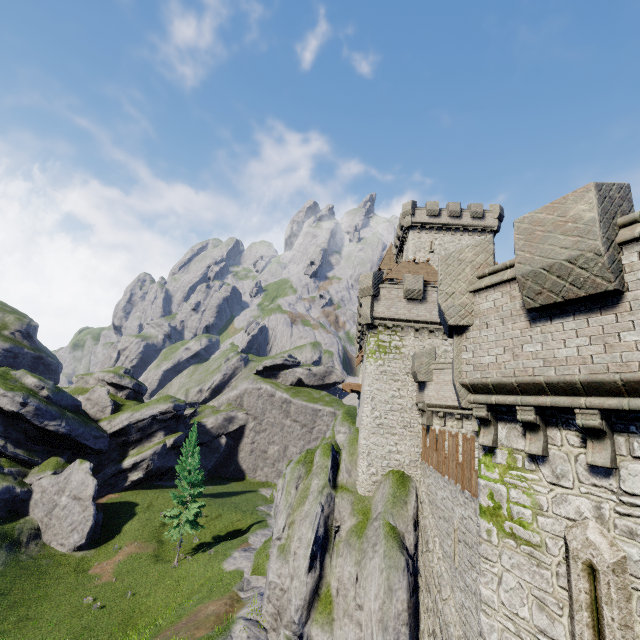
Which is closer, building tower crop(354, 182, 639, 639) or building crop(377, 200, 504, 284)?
building tower crop(354, 182, 639, 639)

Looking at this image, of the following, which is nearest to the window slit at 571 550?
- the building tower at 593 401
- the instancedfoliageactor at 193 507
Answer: the building tower at 593 401

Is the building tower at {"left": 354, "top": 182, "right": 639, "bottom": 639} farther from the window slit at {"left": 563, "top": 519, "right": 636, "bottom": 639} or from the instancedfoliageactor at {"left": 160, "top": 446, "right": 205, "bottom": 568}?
the instancedfoliageactor at {"left": 160, "top": 446, "right": 205, "bottom": 568}

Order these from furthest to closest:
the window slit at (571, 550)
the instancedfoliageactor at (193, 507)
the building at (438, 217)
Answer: the building at (438, 217) < the instancedfoliageactor at (193, 507) < the window slit at (571, 550)

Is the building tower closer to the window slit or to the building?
the window slit

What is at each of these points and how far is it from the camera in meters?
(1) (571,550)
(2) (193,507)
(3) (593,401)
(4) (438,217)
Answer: (1) window slit, 5.1 m
(2) instancedfoliageactor, 33.2 m
(3) building tower, 5.0 m
(4) building, 38.8 m

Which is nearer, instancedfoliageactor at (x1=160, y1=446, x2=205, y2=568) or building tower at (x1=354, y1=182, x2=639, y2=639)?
building tower at (x1=354, y1=182, x2=639, y2=639)

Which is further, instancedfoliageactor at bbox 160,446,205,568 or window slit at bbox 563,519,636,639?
instancedfoliageactor at bbox 160,446,205,568
